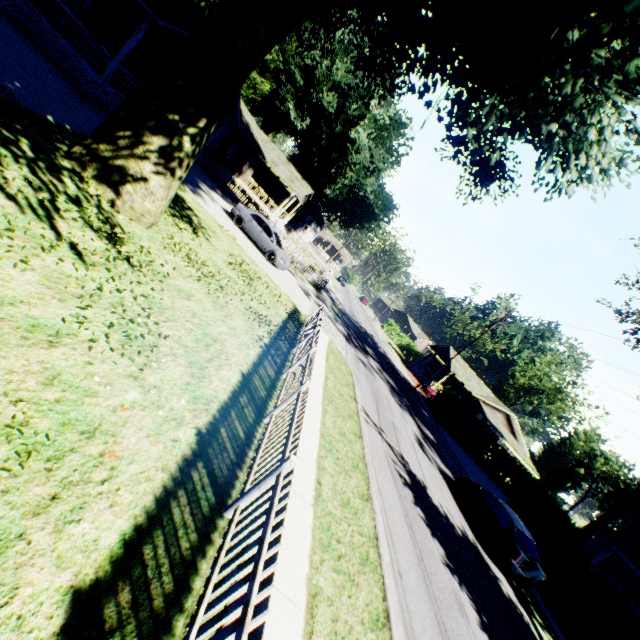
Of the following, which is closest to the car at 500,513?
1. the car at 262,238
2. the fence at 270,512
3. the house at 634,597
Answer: the fence at 270,512

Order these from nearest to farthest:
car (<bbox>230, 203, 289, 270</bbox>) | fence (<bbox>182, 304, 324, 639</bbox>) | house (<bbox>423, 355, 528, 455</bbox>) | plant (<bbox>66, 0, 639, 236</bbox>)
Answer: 1. fence (<bbox>182, 304, 324, 639</bbox>)
2. plant (<bbox>66, 0, 639, 236</bbox>)
3. car (<bbox>230, 203, 289, 270</bbox>)
4. house (<bbox>423, 355, 528, 455</bbox>)

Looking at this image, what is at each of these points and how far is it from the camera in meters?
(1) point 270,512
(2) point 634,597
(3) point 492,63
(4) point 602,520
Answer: (1) fence, 3.5
(2) house, 26.5
(3) plant, 7.0
(4) tree, 17.8

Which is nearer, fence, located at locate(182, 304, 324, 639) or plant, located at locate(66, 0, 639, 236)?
fence, located at locate(182, 304, 324, 639)

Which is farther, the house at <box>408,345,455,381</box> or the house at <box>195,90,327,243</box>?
the house at <box>408,345,455,381</box>

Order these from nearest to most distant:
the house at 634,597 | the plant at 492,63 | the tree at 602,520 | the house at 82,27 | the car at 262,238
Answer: the plant at 492,63 < the house at 82,27 < the tree at 602,520 < the car at 262,238 < the house at 634,597

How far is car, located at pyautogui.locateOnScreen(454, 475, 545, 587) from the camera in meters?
12.2

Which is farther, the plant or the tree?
the tree
